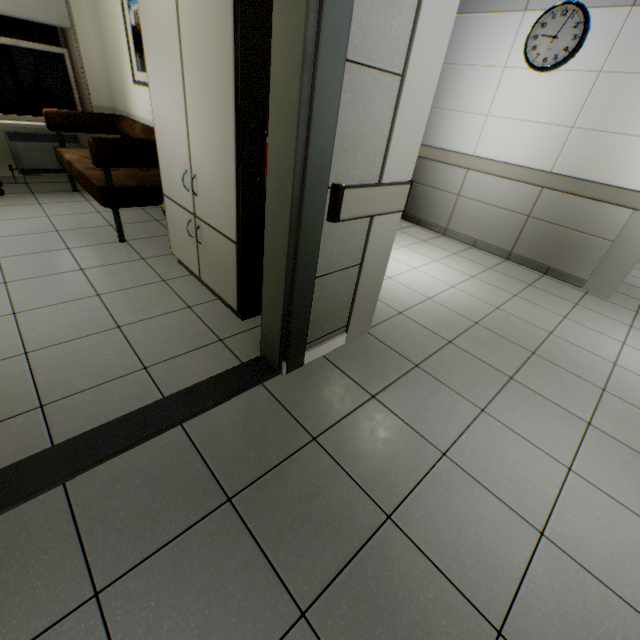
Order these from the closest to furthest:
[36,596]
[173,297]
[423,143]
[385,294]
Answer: [36,596]
[173,297]
[385,294]
[423,143]

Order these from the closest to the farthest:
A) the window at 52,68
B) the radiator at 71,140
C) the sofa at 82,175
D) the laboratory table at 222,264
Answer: the laboratory table at 222,264
the sofa at 82,175
the window at 52,68
the radiator at 71,140

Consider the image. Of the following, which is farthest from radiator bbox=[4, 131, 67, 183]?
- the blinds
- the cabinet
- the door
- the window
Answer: the door

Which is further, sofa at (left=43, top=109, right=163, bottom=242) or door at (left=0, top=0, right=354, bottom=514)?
sofa at (left=43, top=109, right=163, bottom=242)

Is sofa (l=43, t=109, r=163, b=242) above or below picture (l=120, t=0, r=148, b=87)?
below

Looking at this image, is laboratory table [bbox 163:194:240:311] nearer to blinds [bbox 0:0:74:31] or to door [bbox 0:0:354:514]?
door [bbox 0:0:354:514]

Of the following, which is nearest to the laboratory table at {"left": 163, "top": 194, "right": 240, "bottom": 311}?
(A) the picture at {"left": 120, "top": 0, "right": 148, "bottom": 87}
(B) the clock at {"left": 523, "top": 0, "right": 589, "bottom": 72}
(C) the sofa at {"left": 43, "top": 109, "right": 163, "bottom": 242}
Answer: (C) the sofa at {"left": 43, "top": 109, "right": 163, "bottom": 242}

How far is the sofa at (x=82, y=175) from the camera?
2.9 meters
